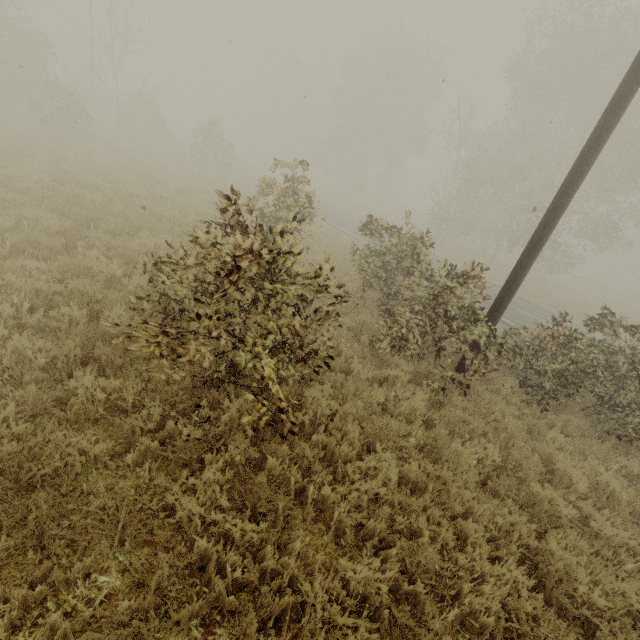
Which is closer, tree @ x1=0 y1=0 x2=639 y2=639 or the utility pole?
tree @ x1=0 y1=0 x2=639 y2=639

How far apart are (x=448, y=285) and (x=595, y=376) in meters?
5.9

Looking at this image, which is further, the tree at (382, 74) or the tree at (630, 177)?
the tree at (630, 177)

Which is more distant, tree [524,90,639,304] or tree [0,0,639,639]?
tree [524,90,639,304]

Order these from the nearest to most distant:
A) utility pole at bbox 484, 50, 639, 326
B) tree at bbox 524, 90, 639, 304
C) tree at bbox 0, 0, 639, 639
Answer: tree at bbox 0, 0, 639, 639, utility pole at bbox 484, 50, 639, 326, tree at bbox 524, 90, 639, 304

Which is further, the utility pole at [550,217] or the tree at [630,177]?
the tree at [630,177]
